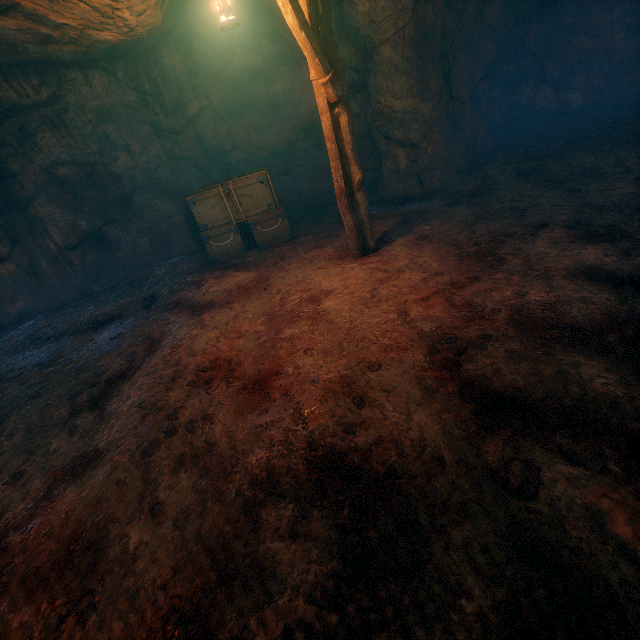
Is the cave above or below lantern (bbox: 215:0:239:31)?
below

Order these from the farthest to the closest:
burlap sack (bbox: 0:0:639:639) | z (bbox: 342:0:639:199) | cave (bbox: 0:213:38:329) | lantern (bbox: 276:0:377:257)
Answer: cave (bbox: 0:213:38:329) → z (bbox: 342:0:639:199) → lantern (bbox: 276:0:377:257) → burlap sack (bbox: 0:0:639:639)

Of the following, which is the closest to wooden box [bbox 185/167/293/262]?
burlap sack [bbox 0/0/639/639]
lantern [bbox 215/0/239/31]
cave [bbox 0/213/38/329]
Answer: burlap sack [bbox 0/0/639/639]

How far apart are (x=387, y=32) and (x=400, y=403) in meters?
8.4 m

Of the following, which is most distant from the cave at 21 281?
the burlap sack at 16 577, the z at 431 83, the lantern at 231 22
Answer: the z at 431 83

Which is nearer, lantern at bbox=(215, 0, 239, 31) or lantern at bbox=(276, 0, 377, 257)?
lantern at bbox=(215, 0, 239, 31)

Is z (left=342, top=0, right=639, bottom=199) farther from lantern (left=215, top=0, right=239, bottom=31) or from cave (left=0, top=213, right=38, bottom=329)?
cave (left=0, top=213, right=38, bottom=329)

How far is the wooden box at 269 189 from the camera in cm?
775
